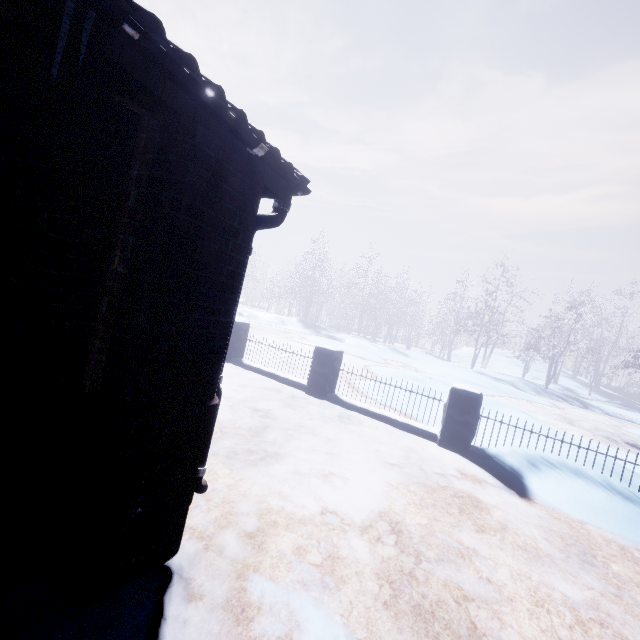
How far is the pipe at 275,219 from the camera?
1.9m

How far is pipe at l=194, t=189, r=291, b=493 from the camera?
1.93m

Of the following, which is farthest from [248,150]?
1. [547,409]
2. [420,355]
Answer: [420,355]

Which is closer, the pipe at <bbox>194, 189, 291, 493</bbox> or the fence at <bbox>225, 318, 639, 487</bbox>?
the pipe at <bbox>194, 189, 291, 493</bbox>

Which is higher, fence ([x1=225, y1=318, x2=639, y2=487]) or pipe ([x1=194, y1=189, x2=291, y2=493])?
pipe ([x1=194, y1=189, x2=291, y2=493])

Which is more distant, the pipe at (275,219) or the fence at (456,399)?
the fence at (456,399)
